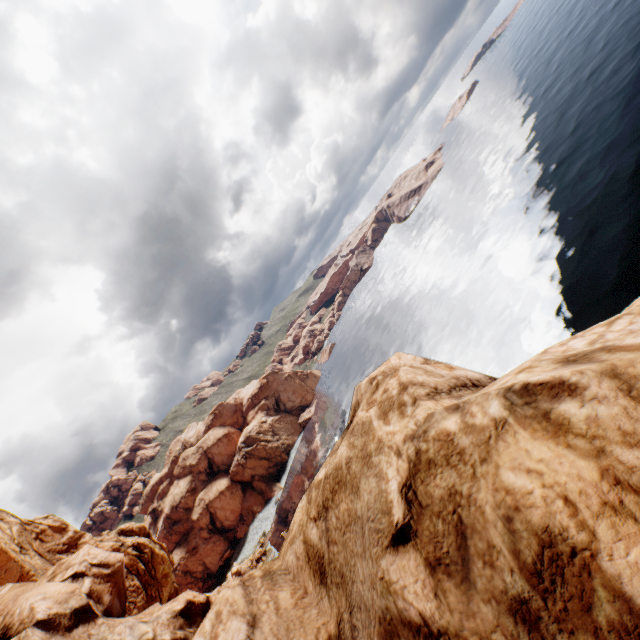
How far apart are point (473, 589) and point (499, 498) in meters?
0.7
